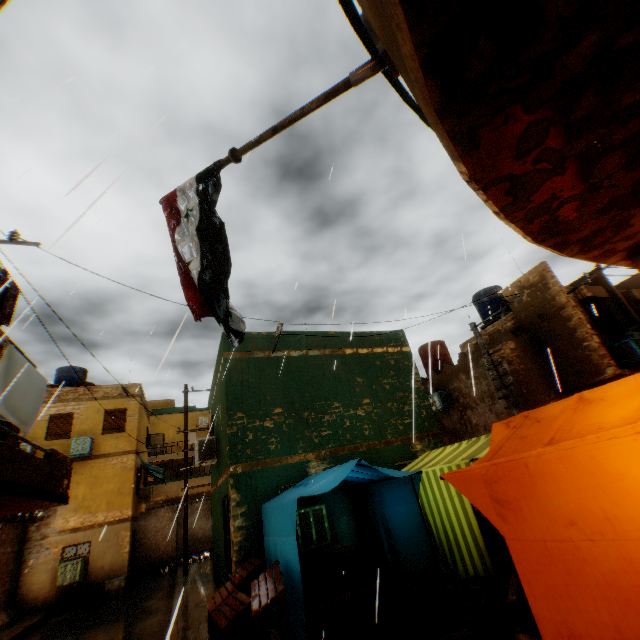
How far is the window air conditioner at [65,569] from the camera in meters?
14.0 m

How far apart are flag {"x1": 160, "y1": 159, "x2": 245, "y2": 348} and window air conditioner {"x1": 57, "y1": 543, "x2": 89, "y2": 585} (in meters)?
17.96

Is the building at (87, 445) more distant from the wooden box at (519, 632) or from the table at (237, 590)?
the wooden box at (519, 632)

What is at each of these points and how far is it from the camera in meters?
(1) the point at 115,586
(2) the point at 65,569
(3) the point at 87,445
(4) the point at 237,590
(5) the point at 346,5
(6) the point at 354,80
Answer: (1) cardboard box, 14.4 m
(2) window air conditioner, 14.1 m
(3) building, 16.6 m
(4) table, 6.1 m
(5) building, 1.9 m
(6) flagpole, 1.9 m

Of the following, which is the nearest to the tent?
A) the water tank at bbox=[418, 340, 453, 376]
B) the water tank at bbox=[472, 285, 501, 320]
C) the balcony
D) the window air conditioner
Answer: the balcony

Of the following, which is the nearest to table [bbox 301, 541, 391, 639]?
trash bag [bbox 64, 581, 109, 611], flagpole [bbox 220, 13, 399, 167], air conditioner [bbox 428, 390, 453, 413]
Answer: flagpole [bbox 220, 13, 399, 167]

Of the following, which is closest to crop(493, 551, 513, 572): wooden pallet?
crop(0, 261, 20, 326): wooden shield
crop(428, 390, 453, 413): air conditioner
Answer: crop(0, 261, 20, 326): wooden shield

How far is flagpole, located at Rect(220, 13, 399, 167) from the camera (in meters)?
1.74
